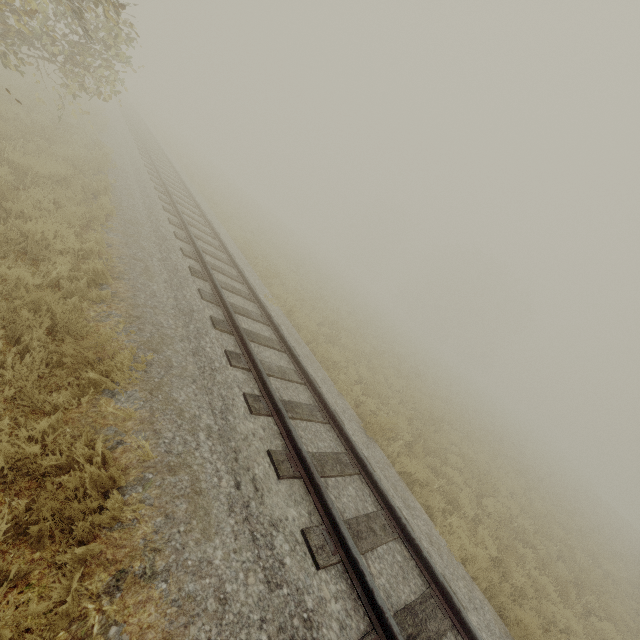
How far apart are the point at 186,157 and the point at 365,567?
34.0m
